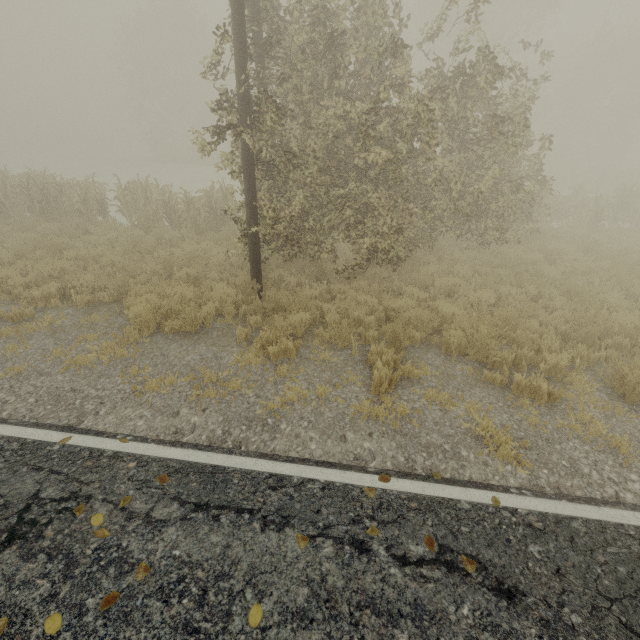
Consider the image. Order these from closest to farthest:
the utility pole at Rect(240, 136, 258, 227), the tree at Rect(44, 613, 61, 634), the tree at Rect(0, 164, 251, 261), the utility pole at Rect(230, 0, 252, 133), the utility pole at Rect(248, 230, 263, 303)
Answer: the tree at Rect(44, 613, 61, 634) → the utility pole at Rect(230, 0, 252, 133) → the utility pole at Rect(240, 136, 258, 227) → the utility pole at Rect(248, 230, 263, 303) → the tree at Rect(0, 164, 251, 261)

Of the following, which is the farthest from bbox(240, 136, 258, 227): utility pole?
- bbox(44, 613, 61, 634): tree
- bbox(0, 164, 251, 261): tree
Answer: bbox(0, 164, 251, 261): tree

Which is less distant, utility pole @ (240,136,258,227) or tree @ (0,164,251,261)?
utility pole @ (240,136,258,227)

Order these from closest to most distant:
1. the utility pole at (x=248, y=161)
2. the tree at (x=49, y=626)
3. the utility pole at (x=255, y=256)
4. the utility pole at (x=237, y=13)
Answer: the tree at (x=49, y=626) < the utility pole at (x=237, y=13) < the utility pole at (x=248, y=161) < the utility pole at (x=255, y=256)

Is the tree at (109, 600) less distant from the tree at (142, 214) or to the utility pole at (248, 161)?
the utility pole at (248, 161)

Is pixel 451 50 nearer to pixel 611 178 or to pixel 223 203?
pixel 611 178

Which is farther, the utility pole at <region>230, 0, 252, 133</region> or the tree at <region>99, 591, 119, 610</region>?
the utility pole at <region>230, 0, 252, 133</region>
